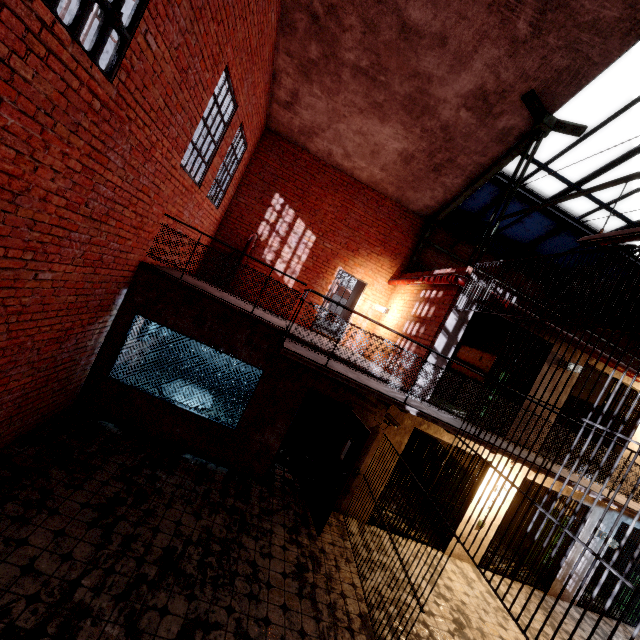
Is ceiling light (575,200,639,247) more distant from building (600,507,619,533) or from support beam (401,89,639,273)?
building (600,507,619,533)

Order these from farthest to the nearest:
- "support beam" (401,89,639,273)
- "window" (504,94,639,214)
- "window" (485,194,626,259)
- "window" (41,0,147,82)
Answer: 1. "window" (485,194,626,259)
2. "window" (504,94,639,214)
3. "support beam" (401,89,639,273)
4. "window" (41,0,147,82)

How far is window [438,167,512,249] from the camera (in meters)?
8.59

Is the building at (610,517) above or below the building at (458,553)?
above

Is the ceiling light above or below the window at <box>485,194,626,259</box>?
below

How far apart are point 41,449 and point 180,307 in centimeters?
301cm

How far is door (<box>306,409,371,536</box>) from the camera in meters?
5.9 m

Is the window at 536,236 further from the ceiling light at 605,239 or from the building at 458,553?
the building at 458,553
